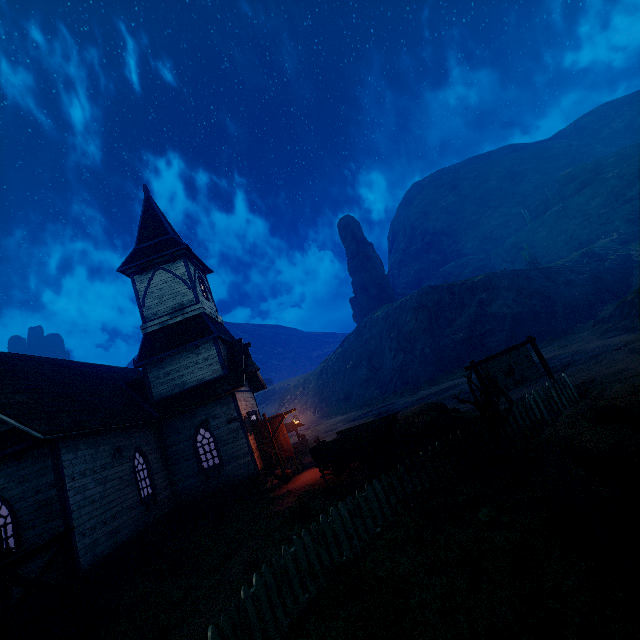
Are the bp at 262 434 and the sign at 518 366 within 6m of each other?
no

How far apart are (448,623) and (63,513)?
10.8m

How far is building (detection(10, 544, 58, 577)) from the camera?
9.1m

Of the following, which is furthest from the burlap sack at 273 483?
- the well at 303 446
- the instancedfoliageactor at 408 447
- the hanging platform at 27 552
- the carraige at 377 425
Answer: the hanging platform at 27 552

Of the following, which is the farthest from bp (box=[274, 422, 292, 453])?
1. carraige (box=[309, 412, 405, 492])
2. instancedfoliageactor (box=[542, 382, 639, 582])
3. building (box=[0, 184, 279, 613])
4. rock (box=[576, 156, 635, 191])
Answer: rock (box=[576, 156, 635, 191])

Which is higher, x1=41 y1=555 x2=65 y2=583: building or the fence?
x1=41 y1=555 x2=65 y2=583: building

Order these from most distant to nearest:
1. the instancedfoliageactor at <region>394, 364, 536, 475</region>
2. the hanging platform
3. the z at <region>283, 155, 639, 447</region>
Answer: the z at <region>283, 155, 639, 447</region>, the instancedfoliageactor at <region>394, 364, 536, 475</region>, the hanging platform

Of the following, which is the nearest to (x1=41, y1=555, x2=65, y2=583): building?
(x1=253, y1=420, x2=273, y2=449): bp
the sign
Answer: (x1=253, y1=420, x2=273, y2=449): bp
